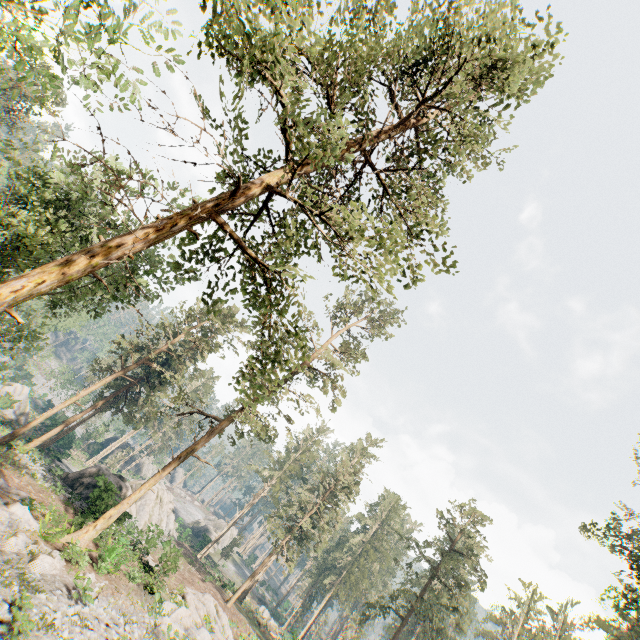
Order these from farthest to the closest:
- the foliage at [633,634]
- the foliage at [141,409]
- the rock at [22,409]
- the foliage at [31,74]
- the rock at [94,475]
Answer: the rock at [22,409]
the rock at [94,475]
the foliage at [633,634]
the foliage at [31,74]
the foliage at [141,409]

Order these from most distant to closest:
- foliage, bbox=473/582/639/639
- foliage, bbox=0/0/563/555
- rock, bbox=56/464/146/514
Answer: rock, bbox=56/464/146/514 < foliage, bbox=473/582/639/639 < foliage, bbox=0/0/563/555

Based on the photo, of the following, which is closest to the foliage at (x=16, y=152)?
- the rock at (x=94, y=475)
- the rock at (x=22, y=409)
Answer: the rock at (x=22, y=409)

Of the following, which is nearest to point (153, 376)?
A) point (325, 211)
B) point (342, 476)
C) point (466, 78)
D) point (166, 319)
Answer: point (166, 319)

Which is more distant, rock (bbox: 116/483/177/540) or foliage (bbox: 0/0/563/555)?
rock (bbox: 116/483/177/540)

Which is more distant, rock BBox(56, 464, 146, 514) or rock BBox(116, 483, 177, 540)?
rock BBox(116, 483, 177, 540)

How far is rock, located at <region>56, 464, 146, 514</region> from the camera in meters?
26.2
